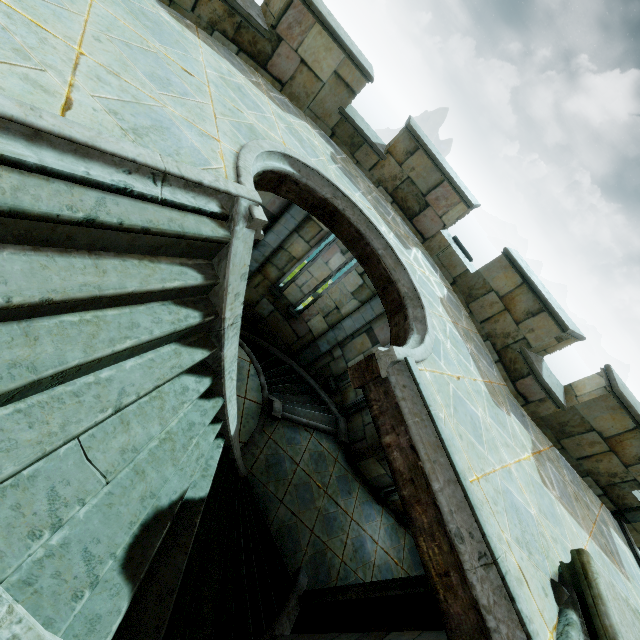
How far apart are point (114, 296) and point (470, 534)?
3.4m

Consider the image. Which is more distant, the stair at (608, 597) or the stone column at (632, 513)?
the stone column at (632, 513)

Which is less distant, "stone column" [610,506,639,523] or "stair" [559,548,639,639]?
"stair" [559,548,639,639]
